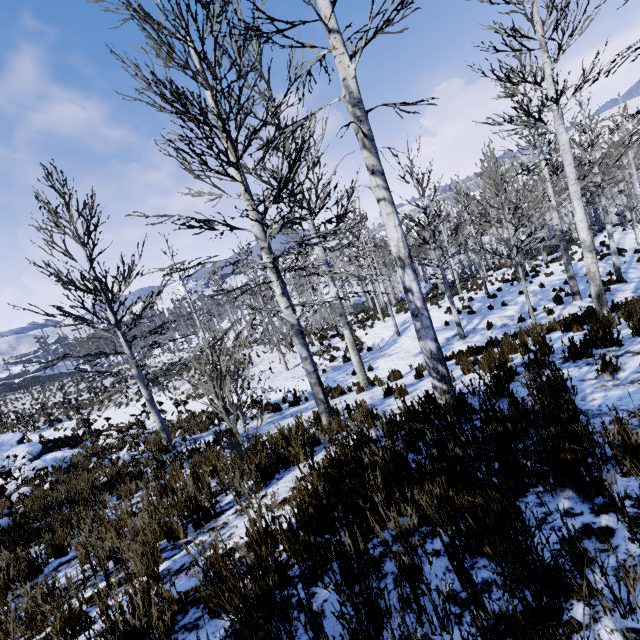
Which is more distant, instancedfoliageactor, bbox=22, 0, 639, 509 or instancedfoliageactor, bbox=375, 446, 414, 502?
instancedfoliageactor, bbox=22, 0, 639, 509

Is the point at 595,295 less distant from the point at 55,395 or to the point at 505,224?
the point at 505,224

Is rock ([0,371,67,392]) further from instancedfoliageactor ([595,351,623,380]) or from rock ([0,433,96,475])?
instancedfoliageactor ([595,351,623,380])

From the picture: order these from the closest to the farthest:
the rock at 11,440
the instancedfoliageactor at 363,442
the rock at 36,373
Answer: the instancedfoliageactor at 363,442
the rock at 11,440
the rock at 36,373

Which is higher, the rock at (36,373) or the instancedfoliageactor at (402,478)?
the rock at (36,373)

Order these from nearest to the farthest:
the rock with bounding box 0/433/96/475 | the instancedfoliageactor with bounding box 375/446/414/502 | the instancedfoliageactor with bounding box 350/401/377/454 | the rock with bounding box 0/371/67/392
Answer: the instancedfoliageactor with bounding box 375/446/414/502 < the instancedfoliageactor with bounding box 350/401/377/454 < the rock with bounding box 0/433/96/475 < the rock with bounding box 0/371/67/392

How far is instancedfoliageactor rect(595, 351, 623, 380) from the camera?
3.4m

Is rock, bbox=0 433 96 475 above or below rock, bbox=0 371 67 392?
below
